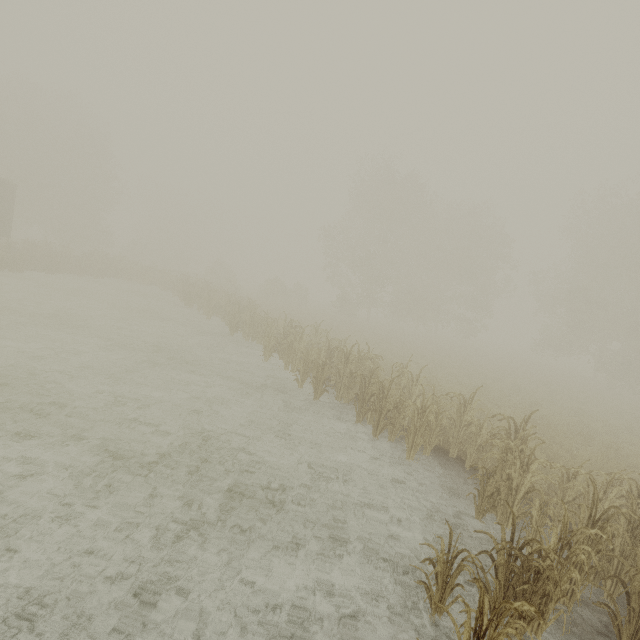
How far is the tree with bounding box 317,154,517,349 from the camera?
32.0m

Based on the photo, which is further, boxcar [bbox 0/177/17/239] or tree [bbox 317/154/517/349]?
tree [bbox 317/154/517/349]

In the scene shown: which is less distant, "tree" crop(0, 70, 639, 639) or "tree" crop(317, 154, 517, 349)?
"tree" crop(0, 70, 639, 639)

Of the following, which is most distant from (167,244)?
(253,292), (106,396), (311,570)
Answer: (311,570)

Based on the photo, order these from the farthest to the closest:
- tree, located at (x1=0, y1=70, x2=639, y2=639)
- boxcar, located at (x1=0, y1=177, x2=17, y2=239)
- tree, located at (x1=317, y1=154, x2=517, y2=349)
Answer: tree, located at (x1=317, y1=154, x2=517, y2=349) → boxcar, located at (x1=0, y1=177, x2=17, y2=239) → tree, located at (x1=0, y1=70, x2=639, y2=639)

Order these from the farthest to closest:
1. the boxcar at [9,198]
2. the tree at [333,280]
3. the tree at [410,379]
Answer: the tree at [333,280] → the boxcar at [9,198] → the tree at [410,379]

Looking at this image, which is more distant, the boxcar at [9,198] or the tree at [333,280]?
the tree at [333,280]
